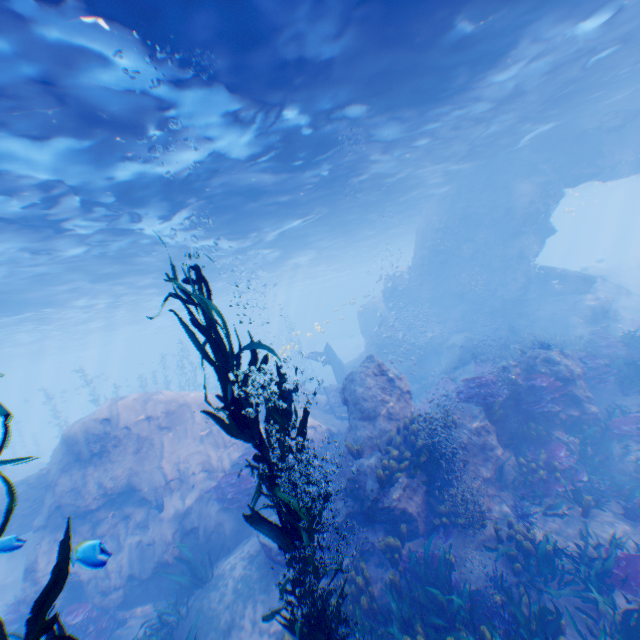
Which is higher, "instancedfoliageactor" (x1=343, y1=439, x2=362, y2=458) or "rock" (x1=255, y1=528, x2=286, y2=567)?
"instancedfoliageactor" (x1=343, y1=439, x2=362, y2=458)

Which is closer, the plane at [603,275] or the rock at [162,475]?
the rock at [162,475]

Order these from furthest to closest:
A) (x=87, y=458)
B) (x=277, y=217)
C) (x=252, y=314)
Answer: (x=252, y=314) < (x=277, y=217) < (x=87, y=458)

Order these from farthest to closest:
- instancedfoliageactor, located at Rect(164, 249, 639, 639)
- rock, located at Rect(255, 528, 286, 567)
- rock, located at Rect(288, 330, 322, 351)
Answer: rock, located at Rect(288, 330, 322, 351)
rock, located at Rect(255, 528, 286, 567)
instancedfoliageactor, located at Rect(164, 249, 639, 639)

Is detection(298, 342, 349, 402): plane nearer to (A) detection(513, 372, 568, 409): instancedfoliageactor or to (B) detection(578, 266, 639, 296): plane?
(A) detection(513, 372, 568, 409): instancedfoliageactor

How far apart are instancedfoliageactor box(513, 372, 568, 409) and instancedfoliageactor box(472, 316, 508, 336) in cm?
1086

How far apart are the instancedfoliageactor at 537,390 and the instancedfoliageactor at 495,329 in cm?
1086

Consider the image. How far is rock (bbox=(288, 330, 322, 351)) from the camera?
54.94m
